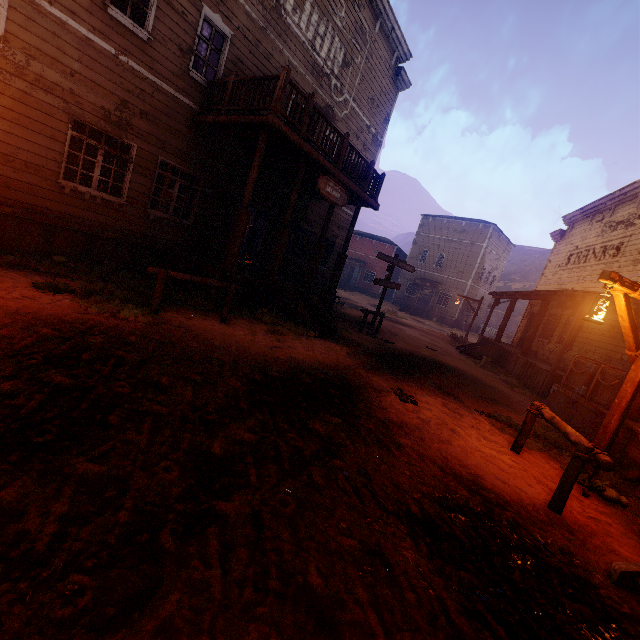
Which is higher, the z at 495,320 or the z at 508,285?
the z at 508,285

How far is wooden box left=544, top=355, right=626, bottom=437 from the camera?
7.0 meters

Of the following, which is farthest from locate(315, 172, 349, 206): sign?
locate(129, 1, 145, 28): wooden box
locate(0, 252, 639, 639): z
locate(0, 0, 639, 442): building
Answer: locate(129, 1, 145, 28): wooden box

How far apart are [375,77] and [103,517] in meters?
18.0

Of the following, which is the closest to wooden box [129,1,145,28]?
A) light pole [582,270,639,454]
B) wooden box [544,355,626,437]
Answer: light pole [582,270,639,454]

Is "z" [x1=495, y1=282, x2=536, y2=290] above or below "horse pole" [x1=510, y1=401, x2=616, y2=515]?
above

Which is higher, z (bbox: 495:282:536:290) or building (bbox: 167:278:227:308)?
z (bbox: 495:282:536:290)

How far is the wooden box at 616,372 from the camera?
7.0m
